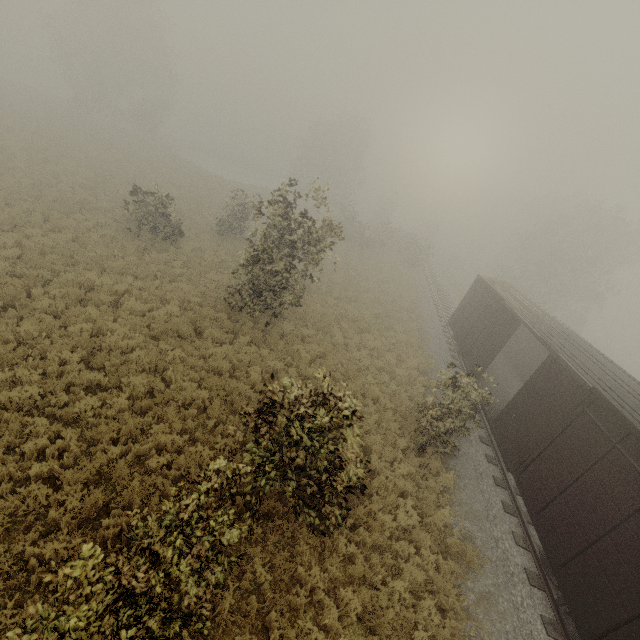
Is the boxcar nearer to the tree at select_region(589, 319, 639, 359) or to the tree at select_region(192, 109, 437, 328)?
the tree at select_region(192, 109, 437, 328)

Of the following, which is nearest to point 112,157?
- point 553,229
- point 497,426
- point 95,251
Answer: point 95,251

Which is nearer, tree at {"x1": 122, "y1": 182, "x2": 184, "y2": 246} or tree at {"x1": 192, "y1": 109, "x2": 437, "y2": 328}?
tree at {"x1": 192, "y1": 109, "x2": 437, "y2": 328}

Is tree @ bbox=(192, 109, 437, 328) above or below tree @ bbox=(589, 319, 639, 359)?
above

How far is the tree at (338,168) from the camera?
12.4 meters

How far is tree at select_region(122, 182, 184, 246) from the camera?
17.2 meters

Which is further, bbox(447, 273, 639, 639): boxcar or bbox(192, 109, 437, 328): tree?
bbox(192, 109, 437, 328): tree

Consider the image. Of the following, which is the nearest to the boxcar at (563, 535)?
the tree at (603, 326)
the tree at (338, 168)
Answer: the tree at (338, 168)
